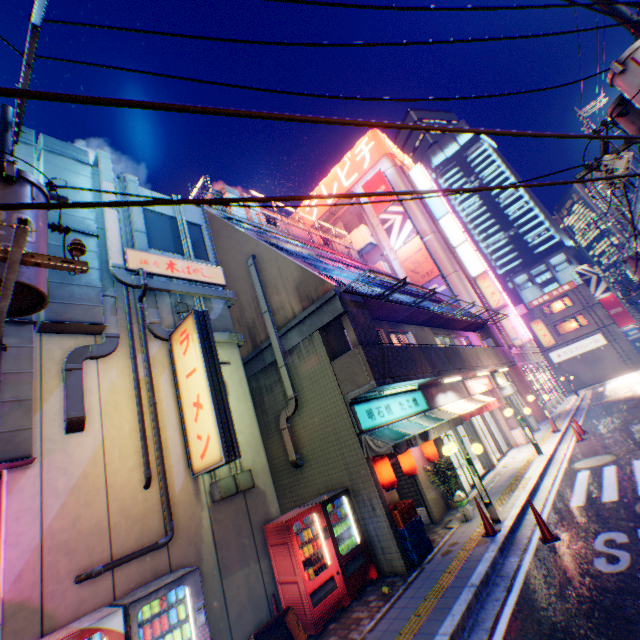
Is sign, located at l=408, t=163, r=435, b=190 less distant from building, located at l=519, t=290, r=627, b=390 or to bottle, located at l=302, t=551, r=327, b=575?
building, located at l=519, t=290, r=627, b=390

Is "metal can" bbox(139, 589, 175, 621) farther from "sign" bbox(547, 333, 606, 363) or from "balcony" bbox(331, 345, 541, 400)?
"sign" bbox(547, 333, 606, 363)

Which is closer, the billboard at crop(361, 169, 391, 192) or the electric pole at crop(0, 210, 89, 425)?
the electric pole at crop(0, 210, 89, 425)

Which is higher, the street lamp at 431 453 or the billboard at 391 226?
the billboard at 391 226

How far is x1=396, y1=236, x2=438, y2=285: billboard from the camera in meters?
29.1

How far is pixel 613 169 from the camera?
6.3m

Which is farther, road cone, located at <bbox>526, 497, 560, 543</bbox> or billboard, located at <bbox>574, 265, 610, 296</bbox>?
billboard, located at <bbox>574, 265, 610, 296</bbox>

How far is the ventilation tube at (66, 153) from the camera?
7.7m
